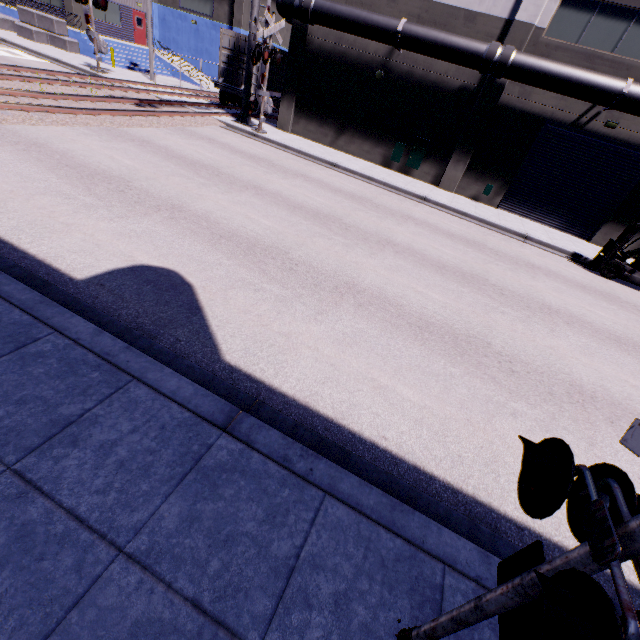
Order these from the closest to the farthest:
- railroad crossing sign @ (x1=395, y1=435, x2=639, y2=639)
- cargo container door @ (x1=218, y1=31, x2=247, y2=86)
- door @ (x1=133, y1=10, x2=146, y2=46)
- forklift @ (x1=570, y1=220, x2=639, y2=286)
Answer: railroad crossing sign @ (x1=395, y1=435, x2=639, y2=639)
forklift @ (x1=570, y1=220, x2=639, y2=286)
cargo container door @ (x1=218, y1=31, x2=247, y2=86)
door @ (x1=133, y1=10, x2=146, y2=46)

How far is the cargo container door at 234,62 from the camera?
19.27m

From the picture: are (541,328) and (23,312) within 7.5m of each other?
no

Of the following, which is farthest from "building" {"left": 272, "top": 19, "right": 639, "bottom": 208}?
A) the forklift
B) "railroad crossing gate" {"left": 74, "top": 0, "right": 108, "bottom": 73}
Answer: the forklift

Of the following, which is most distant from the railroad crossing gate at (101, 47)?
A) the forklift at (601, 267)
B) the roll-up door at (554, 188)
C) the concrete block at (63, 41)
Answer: the forklift at (601, 267)

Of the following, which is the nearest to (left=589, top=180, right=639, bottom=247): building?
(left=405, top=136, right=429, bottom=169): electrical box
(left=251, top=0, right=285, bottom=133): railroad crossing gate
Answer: (left=405, top=136, right=429, bottom=169): electrical box

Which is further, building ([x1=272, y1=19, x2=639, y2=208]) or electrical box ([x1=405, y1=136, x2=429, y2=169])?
electrical box ([x1=405, y1=136, x2=429, y2=169])

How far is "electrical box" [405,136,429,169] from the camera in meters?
18.0
